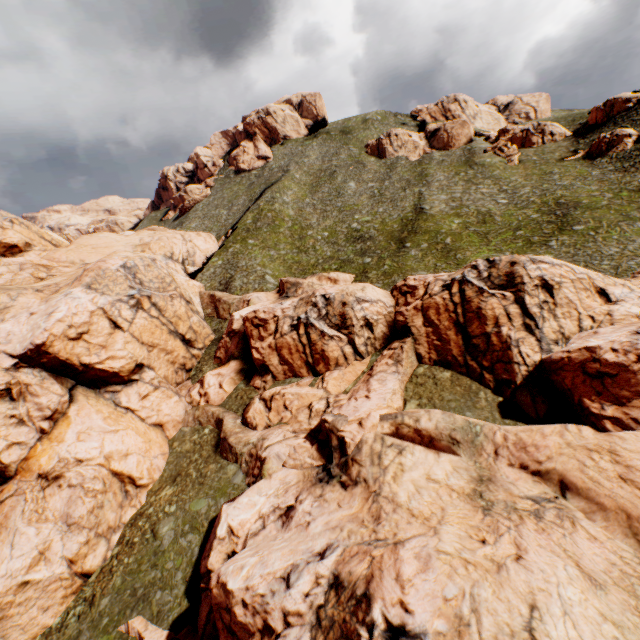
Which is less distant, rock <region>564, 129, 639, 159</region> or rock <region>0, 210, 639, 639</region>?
rock <region>0, 210, 639, 639</region>

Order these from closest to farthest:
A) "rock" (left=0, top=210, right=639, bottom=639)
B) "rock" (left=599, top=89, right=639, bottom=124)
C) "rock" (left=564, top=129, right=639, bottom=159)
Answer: "rock" (left=0, top=210, right=639, bottom=639) → "rock" (left=564, top=129, right=639, bottom=159) → "rock" (left=599, top=89, right=639, bottom=124)

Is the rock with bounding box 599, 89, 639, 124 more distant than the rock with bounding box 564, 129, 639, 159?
Yes

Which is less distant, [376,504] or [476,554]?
[476,554]

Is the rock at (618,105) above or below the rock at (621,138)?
above

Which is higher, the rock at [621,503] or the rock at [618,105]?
the rock at [618,105]

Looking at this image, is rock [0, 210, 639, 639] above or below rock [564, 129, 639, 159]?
below
